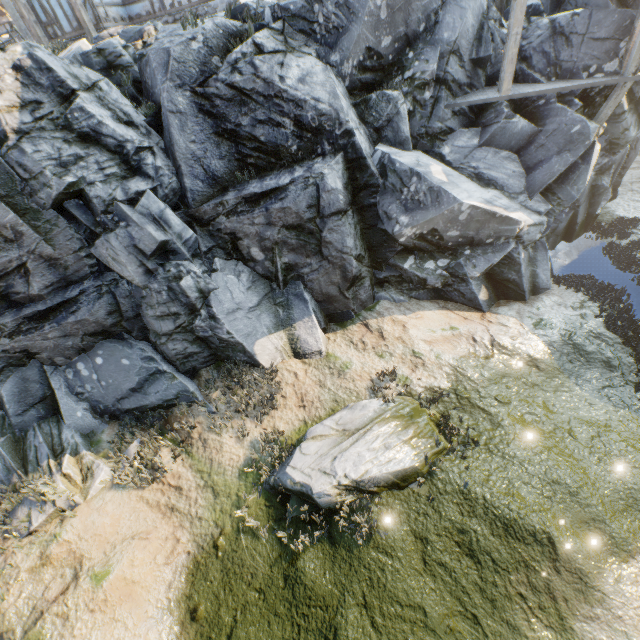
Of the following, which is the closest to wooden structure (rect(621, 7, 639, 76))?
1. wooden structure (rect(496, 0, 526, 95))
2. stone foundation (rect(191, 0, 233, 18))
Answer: wooden structure (rect(496, 0, 526, 95))

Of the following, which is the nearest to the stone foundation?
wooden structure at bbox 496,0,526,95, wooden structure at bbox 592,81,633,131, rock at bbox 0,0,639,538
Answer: rock at bbox 0,0,639,538

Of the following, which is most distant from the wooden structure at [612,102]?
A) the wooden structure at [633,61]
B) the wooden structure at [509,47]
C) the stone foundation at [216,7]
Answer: the stone foundation at [216,7]

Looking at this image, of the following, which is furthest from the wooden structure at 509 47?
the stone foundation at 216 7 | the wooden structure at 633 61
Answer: the stone foundation at 216 7

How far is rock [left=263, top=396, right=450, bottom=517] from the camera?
6.8 meters

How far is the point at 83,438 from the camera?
8.3m

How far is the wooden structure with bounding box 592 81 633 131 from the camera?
9.5 meters

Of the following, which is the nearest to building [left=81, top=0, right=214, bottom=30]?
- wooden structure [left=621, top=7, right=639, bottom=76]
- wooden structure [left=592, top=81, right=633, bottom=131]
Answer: wooden structure [left=621, top=7, right=639, bottom=76]
